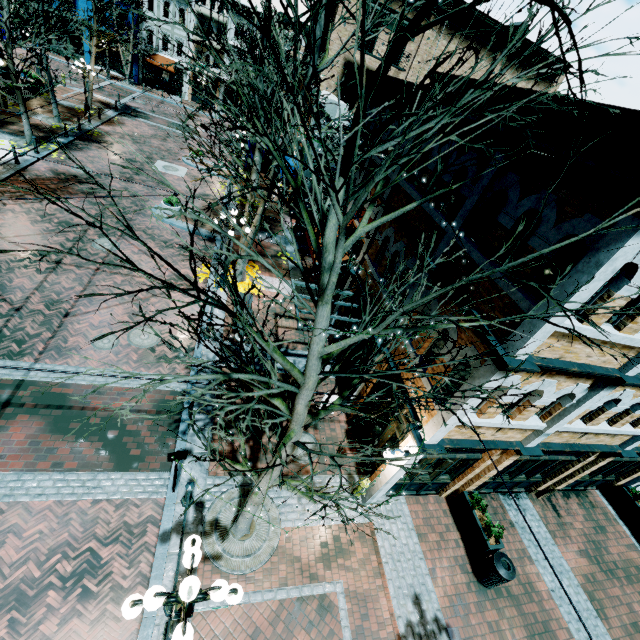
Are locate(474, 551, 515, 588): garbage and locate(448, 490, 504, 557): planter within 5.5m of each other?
yes

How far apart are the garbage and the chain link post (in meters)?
7.69

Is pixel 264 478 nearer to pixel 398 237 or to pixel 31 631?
pixel 31 631

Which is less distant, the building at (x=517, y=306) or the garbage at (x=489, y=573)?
the building at (x=517, y=306)

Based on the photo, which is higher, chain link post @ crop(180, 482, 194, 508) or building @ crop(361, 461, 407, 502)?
chain link post @ crop(180, 482, 194, 508)

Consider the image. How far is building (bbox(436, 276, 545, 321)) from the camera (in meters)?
5.48

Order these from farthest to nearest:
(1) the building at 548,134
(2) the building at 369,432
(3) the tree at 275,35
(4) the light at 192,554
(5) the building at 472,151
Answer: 1. (2) the building at 369,432
2. (5) the building at 472,151
3. (1) the building at 548,134
4. (4) the light at 192,554
5. (3) the tree at 275,35
